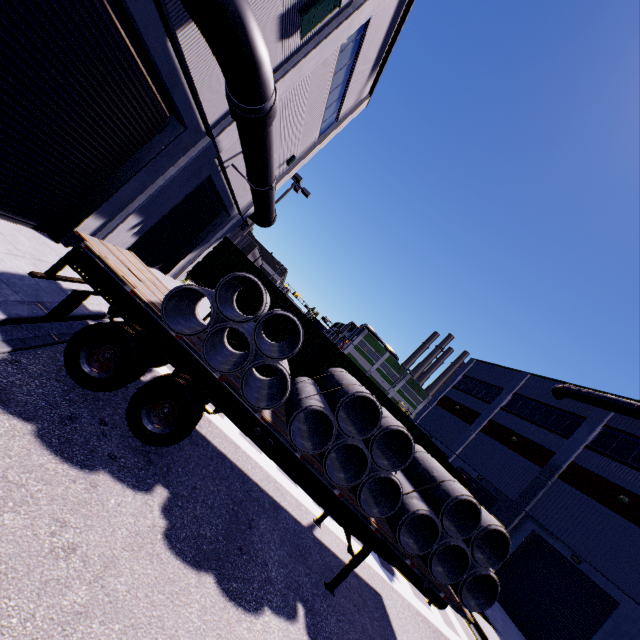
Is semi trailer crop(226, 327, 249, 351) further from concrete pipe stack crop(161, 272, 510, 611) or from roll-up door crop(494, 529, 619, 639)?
roll-up door crop(494, 529, 619, 639)

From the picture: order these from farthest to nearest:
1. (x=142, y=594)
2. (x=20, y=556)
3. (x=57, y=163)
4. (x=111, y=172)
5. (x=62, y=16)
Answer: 1. (x=111, y=172)
2. (x=57, y=163)
3. (x=62, y=16)
4. (x=142, y=594)
5. (x=20, y=556)

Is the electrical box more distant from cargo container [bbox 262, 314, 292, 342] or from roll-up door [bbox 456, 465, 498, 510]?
cargo container [bbox 262, 314, 292, 342]

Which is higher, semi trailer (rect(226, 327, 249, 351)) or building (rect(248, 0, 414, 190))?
building (rect(248, 0, 414, 190))

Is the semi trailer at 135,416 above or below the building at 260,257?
below

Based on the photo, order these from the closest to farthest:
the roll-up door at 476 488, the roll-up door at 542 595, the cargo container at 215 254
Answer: the cargo container at 215 254, the roll-up door at 542 595, the roll-up door at 476 488

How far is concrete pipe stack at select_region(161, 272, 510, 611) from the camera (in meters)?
5.43

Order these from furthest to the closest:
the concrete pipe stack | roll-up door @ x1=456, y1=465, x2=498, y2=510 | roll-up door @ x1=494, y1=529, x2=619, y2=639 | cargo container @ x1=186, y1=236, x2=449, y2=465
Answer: roll-up door @ x1=456, y1=465, x2=498, y2=510
roll-up door @ x1=494, y1=529, x2=619, y2=639
cargo container @ x1=186, y1=236, x2=449, y2=465
the concrete pipe stack
